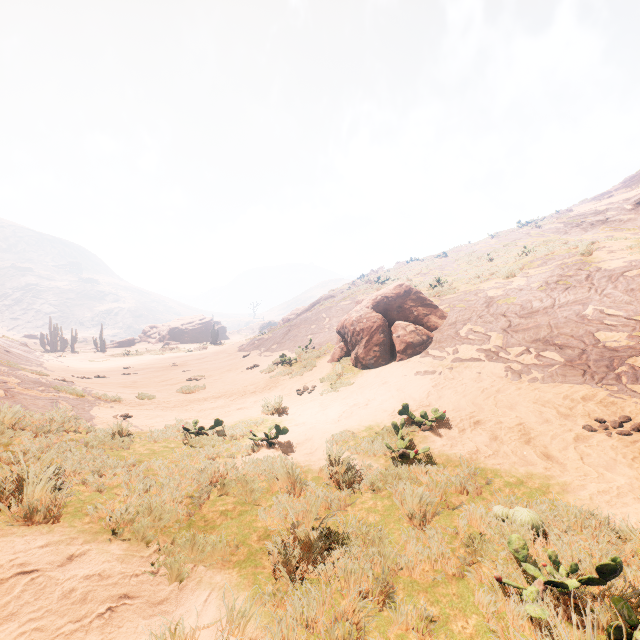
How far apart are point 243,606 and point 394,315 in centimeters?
977cm

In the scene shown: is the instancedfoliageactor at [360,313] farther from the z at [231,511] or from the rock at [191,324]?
the rock at [191,324]

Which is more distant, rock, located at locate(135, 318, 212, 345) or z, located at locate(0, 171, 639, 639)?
rock, located at locate(135, 318, 212, 345)

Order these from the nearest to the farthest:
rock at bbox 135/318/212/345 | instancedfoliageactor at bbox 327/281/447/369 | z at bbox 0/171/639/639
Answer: z at bbox 0/171/639/639
instancedfoliageactor at bbox 327/281/447/369
rock at bbox 135/318/212/345

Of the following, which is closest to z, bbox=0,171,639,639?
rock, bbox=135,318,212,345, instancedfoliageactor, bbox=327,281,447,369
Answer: instancedfoliageactor, bbox=327,281,447,369

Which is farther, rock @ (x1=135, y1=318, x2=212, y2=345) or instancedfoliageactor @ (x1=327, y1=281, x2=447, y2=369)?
rock @ (x1=135, y1=318, x2=212, y2=345)

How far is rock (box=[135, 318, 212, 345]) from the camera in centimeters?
5412cm
